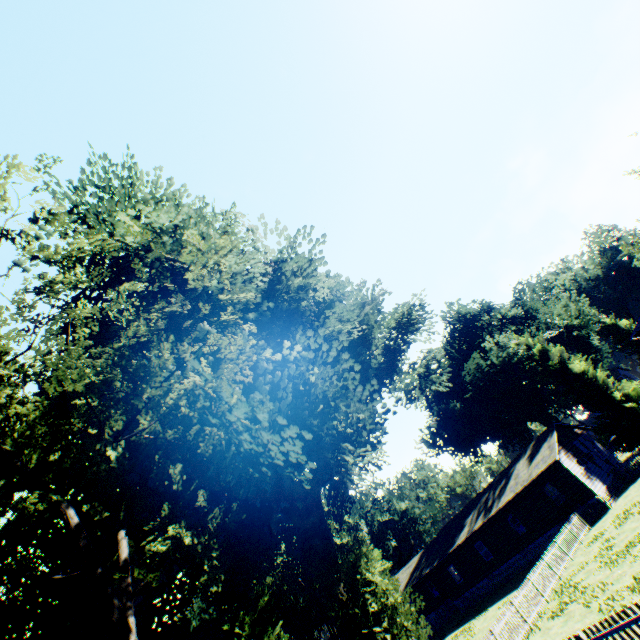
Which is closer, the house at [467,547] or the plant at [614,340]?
the house at [467,547]

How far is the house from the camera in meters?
27.1

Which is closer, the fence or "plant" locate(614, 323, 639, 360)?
the fence

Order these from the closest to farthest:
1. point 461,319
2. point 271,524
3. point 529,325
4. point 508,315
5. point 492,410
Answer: point 271,524, point 492,410, point 508,315, point 529,325, point 461,319

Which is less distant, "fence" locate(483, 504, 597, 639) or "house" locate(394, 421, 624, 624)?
"fence" locate(483, 504, 597, 639)

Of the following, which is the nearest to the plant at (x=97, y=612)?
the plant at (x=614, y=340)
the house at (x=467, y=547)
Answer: the house at (x=467, y=547)

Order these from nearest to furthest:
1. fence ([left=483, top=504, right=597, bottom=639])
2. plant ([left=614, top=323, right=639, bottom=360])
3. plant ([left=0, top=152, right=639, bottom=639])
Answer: plant ([left=0, top=152, right=639, bottom=639]), fence ([left=483, top=504, right=597, bottom=639]), plant ([left=614, top=323, right=639, bottom=360])

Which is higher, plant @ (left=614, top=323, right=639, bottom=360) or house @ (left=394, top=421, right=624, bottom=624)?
plant @ (left=614, top=323, right=639, bottom=360)
